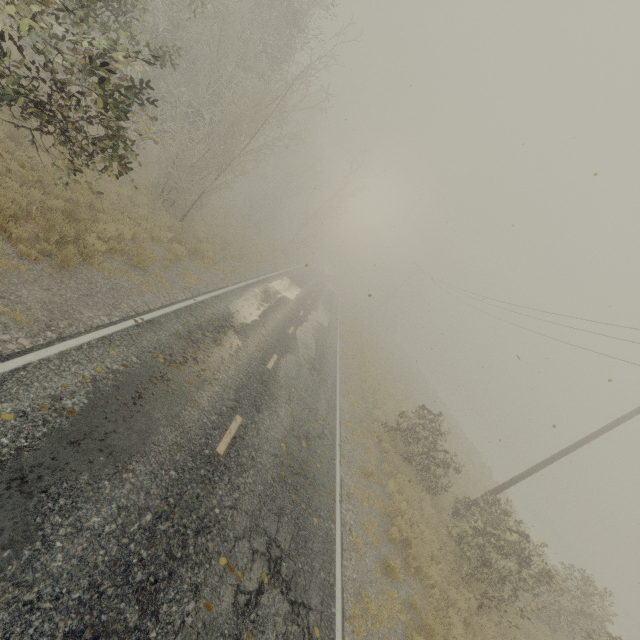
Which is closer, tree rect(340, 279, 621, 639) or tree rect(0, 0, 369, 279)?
tree rect(0, 0, 369, 279)

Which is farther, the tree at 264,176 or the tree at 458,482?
the tree at 458,482

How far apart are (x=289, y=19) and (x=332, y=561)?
22.7m
